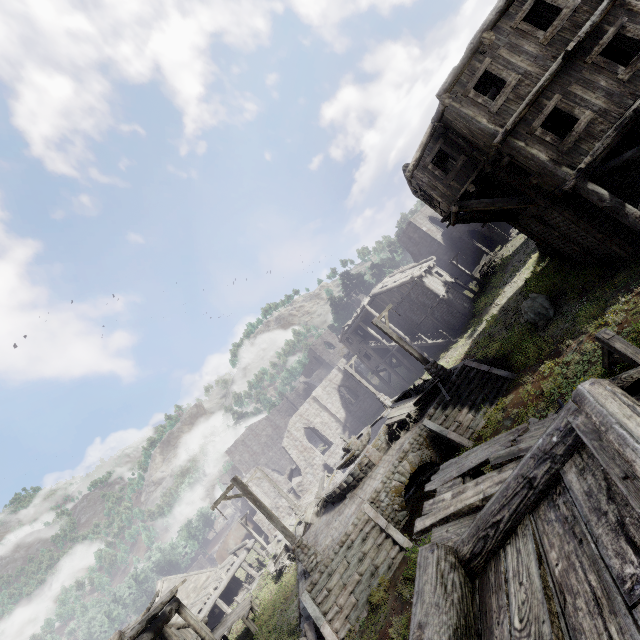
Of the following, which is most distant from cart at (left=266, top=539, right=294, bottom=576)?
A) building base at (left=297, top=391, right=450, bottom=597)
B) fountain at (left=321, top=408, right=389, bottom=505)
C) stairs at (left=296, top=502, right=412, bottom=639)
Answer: stairs at (left=296, top=502, right=412, bottom=639)

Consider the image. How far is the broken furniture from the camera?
15.5 meters

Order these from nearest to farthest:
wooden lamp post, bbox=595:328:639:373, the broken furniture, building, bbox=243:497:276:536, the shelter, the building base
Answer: wooden lamp post, bbox=595:328:639:373, the building base, the broken furniture, building, bbox=243:497:276:536, the shelter

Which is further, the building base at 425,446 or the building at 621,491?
the building base at 425,446

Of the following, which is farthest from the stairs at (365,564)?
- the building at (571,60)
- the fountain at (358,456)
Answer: the building at (571,60)

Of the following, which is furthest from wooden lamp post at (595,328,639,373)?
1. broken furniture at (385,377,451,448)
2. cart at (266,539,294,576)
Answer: cart at (266,539,294,576)

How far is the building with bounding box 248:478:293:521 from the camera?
35.3 meters

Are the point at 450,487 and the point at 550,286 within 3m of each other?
no
